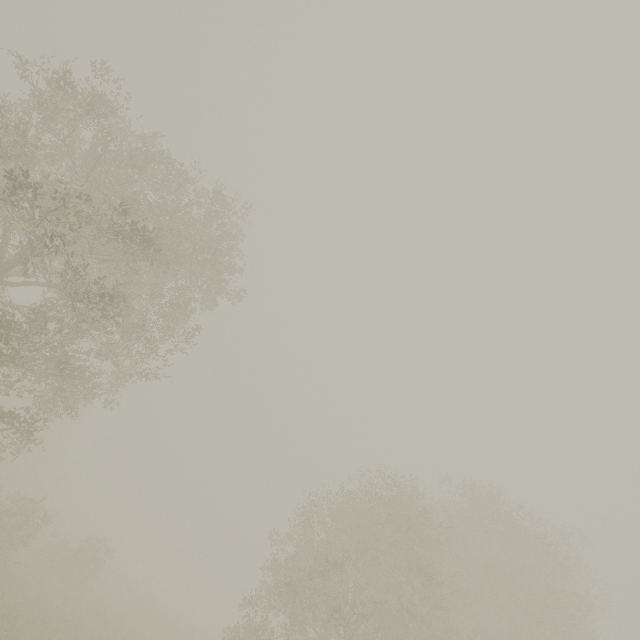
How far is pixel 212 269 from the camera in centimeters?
1600cm
